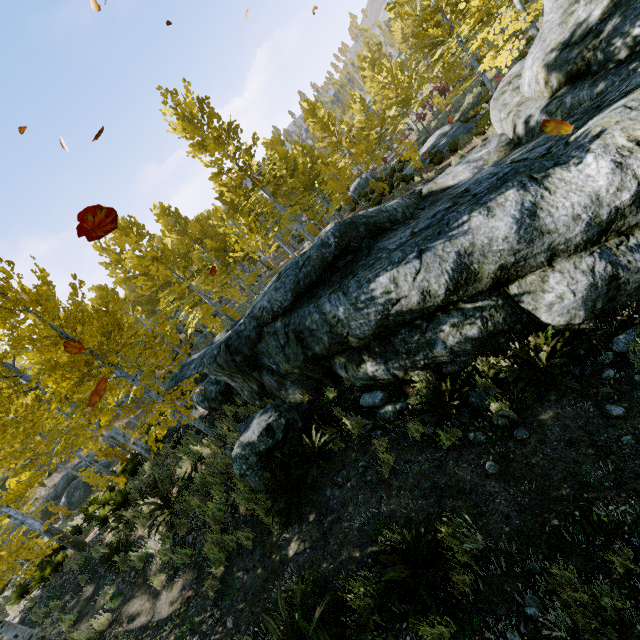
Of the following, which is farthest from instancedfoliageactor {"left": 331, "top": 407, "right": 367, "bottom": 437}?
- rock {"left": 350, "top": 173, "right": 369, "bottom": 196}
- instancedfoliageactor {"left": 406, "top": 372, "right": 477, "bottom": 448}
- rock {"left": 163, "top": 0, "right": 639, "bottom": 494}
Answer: instancedfoliageactor {"left": 406, "top": 372, "right": 477, "bottom": 448}

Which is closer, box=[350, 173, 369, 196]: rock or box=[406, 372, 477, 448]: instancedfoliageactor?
box=[406, 372, 477, 448]: instancedfoliageactor

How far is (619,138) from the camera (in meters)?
3.80

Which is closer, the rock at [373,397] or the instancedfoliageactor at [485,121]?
the rock at [373,397]

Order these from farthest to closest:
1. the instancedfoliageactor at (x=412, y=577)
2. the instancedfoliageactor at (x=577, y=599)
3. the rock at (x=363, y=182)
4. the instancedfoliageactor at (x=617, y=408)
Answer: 1. the rock at (x=363, y=182)
2. the instancedfoliageactor at (x=617, y=408)
3. the instancedfoliageactor at (x=412, y=577)
4. the instancedfoliageactor at (x=577, y=599)

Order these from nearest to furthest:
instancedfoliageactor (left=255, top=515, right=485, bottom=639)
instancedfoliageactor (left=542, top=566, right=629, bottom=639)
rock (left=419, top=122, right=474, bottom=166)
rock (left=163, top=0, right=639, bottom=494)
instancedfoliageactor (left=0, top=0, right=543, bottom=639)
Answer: instancedfoliageactor (left=542, top=566, right=629, bottom=639)
instancedfoliageactor (left=255, top=515, right=485, bottom=639)
rock (left=163, top=0, right=639, bottom=494)
instancedfoliageactor (left=0, top=0, right=543, bottom=639)
rock (left=419, top=122, right=474, bottom=166)

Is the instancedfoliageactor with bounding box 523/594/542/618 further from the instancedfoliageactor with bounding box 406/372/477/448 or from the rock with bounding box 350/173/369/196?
the instancedfoliageactor with bounding box 406/372/477/448

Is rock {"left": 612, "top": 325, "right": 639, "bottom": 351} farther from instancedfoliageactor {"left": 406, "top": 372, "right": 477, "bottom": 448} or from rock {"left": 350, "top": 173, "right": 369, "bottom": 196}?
rock {"left": 350, "top": 173, "right": 369, "bottom": 196}
